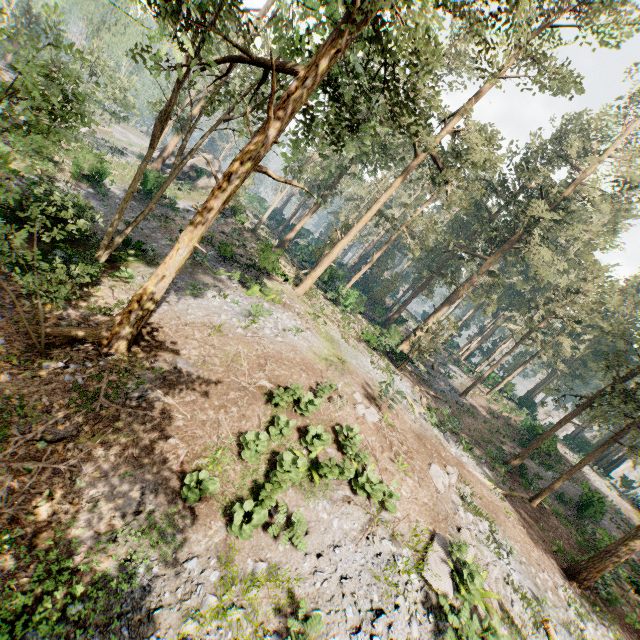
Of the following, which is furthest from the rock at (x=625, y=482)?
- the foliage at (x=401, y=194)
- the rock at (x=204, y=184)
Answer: the rock at (x=204, y=184)

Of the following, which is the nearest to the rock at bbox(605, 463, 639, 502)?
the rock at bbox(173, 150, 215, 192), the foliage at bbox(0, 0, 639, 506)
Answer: the foliage at bbox(0, 0, 639, 506)

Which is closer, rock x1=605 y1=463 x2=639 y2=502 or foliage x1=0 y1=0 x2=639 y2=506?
foliage x1=0 y1=0 x2=639 y2=506

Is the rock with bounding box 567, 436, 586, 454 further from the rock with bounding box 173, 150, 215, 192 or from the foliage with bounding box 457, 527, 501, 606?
the rock with bounding box 173, 150, 215, 192

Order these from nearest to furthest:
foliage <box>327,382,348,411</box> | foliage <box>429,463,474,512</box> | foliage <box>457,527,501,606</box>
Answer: foliage <box>457,527,501,606</box>, foliage <box>327,382,348,411</box>, foliage <box>429,463,474,512</box>

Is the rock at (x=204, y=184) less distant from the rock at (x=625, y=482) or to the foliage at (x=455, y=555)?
the foliage at (x=455, y=555)

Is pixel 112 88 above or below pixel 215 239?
above
